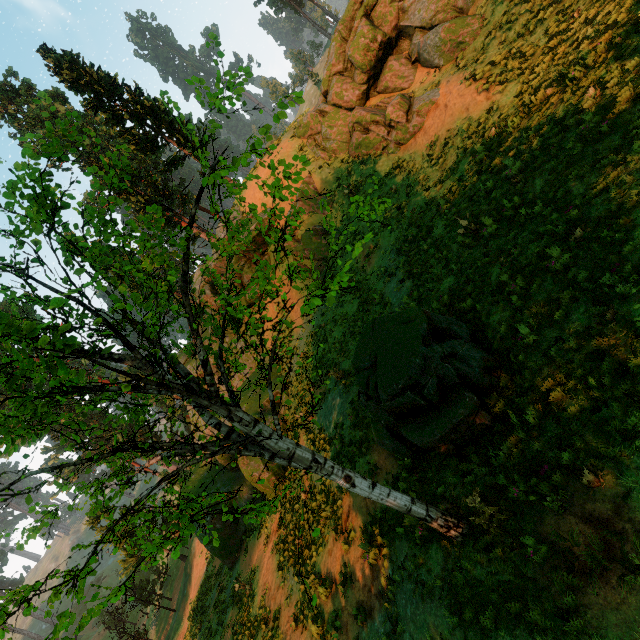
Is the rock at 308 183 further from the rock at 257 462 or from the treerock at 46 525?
the treerock at 46 525

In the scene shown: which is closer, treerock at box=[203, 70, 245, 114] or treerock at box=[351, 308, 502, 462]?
treerock at box=[203, 70, 245, 114]

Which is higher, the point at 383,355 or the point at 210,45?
the point at 210,45

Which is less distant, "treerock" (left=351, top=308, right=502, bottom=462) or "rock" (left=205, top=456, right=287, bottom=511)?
"treerock" (left=351, top=308, right=502, bottom=462)

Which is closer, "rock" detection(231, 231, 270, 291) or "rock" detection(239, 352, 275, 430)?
"rock" detection(239, 352, 275, 430)

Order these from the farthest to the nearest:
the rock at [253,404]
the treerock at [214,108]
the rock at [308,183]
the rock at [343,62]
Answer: the rock at [253,404] < the rock at [308,183] < the rock at [343,62] < the treerock at [214,108]

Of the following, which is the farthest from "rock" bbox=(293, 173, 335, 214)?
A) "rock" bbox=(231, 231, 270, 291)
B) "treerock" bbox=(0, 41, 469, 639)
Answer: "treerock" bbox=(0, 41, 469, 639)
